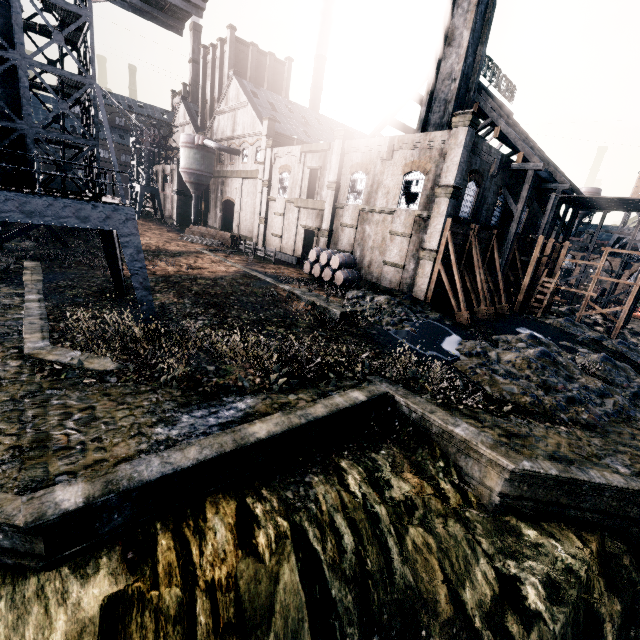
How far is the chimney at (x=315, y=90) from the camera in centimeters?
5712cm

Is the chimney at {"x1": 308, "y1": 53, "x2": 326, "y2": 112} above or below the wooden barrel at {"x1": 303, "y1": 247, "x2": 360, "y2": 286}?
above

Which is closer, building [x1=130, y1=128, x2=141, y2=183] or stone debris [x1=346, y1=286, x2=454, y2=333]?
stone debris [x1=346, y1=286, x2=454, y2=333]

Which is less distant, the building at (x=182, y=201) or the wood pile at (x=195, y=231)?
the wood pile at (x=195, y=231)

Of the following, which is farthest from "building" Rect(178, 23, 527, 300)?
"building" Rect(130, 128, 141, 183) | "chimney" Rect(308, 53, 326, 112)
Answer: "chimney" Rect(308, 53, 326, 112)

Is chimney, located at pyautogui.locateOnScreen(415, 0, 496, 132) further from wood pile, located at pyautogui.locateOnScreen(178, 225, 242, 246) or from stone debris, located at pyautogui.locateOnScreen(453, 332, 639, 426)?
wood pile, located at pyautogui.locateOnScreen(178, 225, 242, 246)

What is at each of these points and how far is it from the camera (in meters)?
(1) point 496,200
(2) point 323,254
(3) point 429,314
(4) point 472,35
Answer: (1) building, 28.23
(2) wooden barrel, 29.58
(3) stone debris, 22.72
(4) chimney, 24.50

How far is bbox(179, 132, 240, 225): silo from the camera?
44.94m
